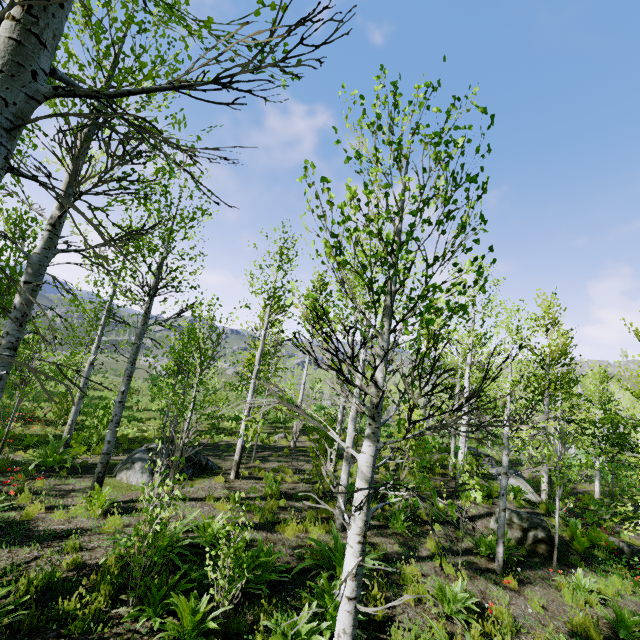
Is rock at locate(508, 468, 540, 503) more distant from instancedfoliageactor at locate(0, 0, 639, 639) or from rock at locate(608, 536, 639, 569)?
rock at locate(608, 536, 639, 569)

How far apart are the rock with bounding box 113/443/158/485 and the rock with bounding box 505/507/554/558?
9.3m

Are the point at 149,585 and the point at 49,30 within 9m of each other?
yes

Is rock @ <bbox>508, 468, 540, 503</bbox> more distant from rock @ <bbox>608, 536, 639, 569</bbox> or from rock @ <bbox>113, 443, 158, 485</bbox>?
rock @ <bbox>113, 443, 158, 485</bbox>

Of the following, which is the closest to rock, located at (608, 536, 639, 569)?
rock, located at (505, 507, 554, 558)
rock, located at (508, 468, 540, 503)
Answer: rock, located at (508, 468, 540, 503)

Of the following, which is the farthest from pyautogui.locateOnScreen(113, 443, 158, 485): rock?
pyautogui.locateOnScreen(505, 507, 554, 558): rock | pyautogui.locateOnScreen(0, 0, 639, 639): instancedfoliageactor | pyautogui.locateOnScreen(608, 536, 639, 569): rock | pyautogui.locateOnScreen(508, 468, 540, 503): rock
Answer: pyautogui.locateOnScreen(608, 536, 639, 569): rock

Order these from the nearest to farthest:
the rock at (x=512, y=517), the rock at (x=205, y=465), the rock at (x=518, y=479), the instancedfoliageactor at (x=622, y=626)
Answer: the instancedfoliageactor at (x=622, y=626), the rock at (x=512, y=517), the rock at (x=205, y=465), the rock at (x=518, y=479)

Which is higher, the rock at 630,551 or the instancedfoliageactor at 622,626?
the instancedfoliageactor at 622,626
